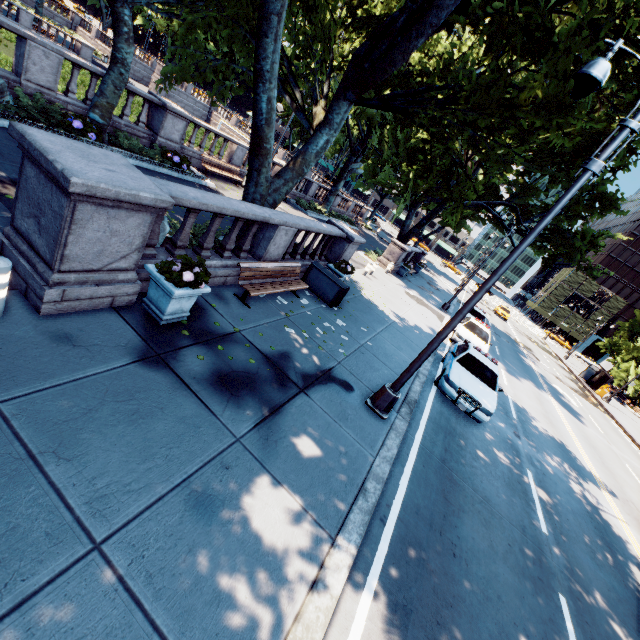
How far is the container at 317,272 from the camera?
11.0m

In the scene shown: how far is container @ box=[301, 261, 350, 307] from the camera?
10.96m

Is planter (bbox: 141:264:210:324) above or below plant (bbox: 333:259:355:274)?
below

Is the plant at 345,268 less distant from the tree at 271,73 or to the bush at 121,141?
the tree at 271,73

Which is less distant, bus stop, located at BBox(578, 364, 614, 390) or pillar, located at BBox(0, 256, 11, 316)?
pillar, located at BBox(0, 256, 11, 316)

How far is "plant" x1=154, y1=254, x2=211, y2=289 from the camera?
5.3 meters

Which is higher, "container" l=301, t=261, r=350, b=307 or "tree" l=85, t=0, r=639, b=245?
"tree" l=85, t=0, r=639, b=245

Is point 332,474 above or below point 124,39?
below
